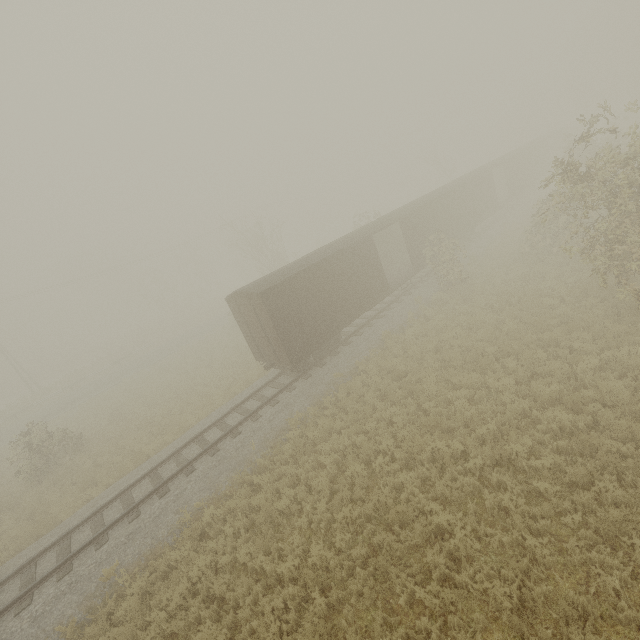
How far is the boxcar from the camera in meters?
14.3

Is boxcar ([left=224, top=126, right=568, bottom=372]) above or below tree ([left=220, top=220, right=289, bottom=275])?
below

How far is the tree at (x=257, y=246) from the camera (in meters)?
33.12

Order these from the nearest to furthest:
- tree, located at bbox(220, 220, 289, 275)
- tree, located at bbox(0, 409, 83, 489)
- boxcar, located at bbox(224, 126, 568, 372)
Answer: boxcar, located at bbox(224, 126, 568, 372) < tree, located at bbox(0, 409, 83, 489) < tree, located at bbox(220, 220, 289, 275)

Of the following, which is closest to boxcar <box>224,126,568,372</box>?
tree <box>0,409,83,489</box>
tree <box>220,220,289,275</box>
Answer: tree <box>0,409,83,489</box>

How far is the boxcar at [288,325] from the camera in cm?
Result: 1427

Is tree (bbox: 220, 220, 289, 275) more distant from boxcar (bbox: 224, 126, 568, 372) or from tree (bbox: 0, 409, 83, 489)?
boxcar (bbox: 224, 126, 568, 372)

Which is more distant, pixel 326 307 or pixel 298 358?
pixel 326 307
